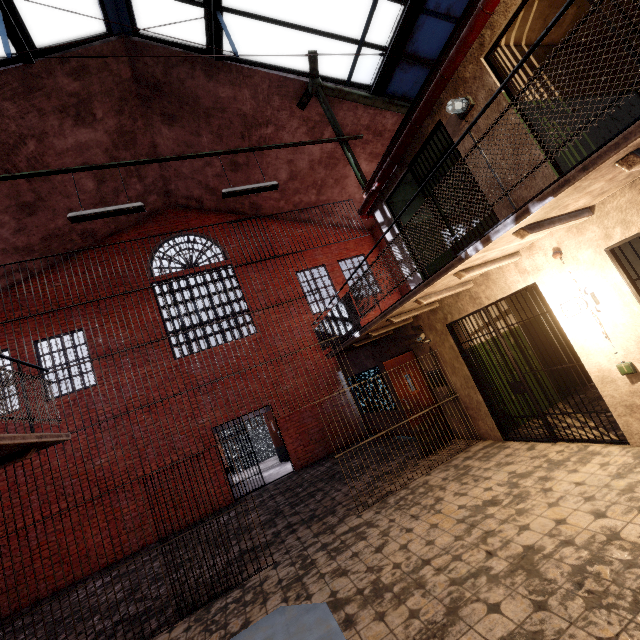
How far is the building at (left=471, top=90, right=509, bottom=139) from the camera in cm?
423

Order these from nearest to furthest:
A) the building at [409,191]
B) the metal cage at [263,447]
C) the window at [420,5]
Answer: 1. the window at [420,5]
2. the building at [409,191]
3. the metal cage at [263,447]

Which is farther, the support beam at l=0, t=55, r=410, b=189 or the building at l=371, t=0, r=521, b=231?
the support beam at l=0, t=55, r=410, b=189

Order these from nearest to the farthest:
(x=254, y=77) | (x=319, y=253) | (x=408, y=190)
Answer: (x=408, y=190) < (x=254, y=77) < (x=319, y=253)

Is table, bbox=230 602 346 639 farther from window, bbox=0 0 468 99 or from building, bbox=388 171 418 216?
window, bbox=0 0 468 99

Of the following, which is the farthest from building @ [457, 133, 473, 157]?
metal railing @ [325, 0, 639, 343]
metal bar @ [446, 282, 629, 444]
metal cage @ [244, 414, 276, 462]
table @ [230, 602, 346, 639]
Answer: metal cage @ [244, 414, 276, 462]

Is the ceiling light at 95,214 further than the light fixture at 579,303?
Yes

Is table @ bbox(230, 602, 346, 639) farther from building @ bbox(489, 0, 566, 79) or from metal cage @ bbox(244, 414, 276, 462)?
metal cage @ bbox(244, 414, 276, 462)
